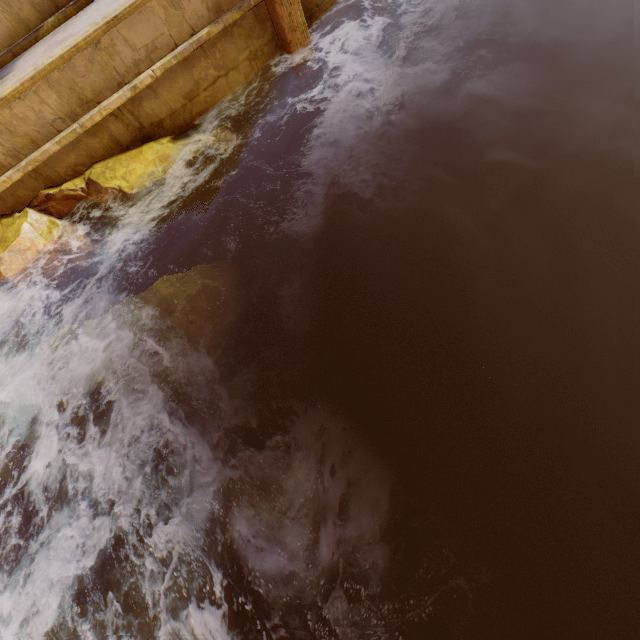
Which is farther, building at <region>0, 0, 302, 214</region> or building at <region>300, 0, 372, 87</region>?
building at <region>300, 0, 372, 87</region>

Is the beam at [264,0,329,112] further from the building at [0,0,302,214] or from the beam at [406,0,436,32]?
the beam at [406,0,436,32]

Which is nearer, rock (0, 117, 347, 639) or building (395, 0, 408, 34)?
rock (0, 117, 347, 639)

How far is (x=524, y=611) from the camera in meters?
2.2 m

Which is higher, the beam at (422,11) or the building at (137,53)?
the building at (137,53)

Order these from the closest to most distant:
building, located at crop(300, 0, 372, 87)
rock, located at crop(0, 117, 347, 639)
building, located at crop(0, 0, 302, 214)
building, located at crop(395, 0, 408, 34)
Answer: rock, located at crop(0, 117, 347, 639) → building, located at crop(0, 0, 302, 214) → building, located at crop(300, 0, 372, 87) → building, located at crop(395, 0, 408, 34)

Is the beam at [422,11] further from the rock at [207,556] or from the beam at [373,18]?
the rock at [207,556]

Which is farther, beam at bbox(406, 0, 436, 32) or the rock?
beam at bbox(406, 0, 436, 32)
